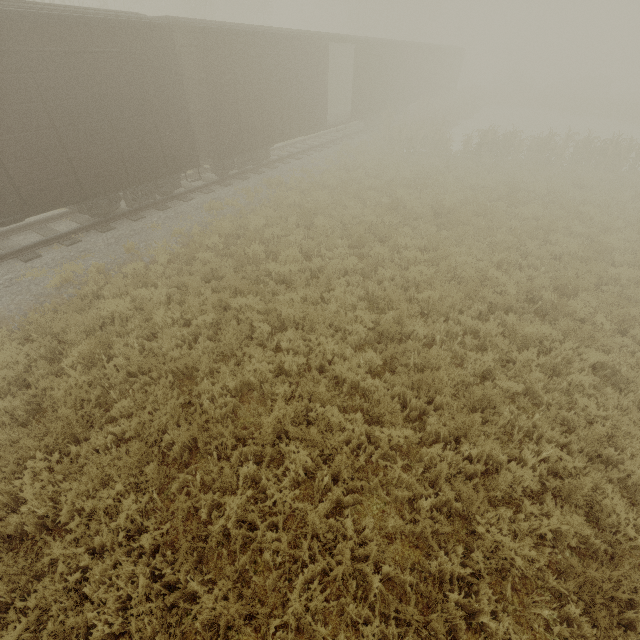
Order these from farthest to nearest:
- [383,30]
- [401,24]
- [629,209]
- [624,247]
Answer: [383,30], [401,24], [629,209], [624,247]

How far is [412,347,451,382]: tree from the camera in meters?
5.5 m

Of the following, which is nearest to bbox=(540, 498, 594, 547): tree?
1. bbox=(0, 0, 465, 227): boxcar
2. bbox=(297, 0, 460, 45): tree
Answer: bbox=(0, 0, 465, 227): boxcar

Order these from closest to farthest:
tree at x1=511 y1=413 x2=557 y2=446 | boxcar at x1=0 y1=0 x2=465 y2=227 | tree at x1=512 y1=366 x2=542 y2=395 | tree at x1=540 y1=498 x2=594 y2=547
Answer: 1. tree at x1=540 y1=498 x2=594 y2=547
2. tree at x1=511 y1=413 x2=557 y2=446
3. tree at x1=512 y1=366 x2=542 y2=395
4. boxcar at x1=0 y1=0 x2=465 y2=227

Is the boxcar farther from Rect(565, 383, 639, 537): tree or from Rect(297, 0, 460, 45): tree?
Rect(297, 0, 460, 45): tree

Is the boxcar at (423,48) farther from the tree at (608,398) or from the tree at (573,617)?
the tree at (608,398)

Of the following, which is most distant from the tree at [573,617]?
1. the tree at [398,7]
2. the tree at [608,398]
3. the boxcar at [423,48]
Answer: the tree at [398,7]
